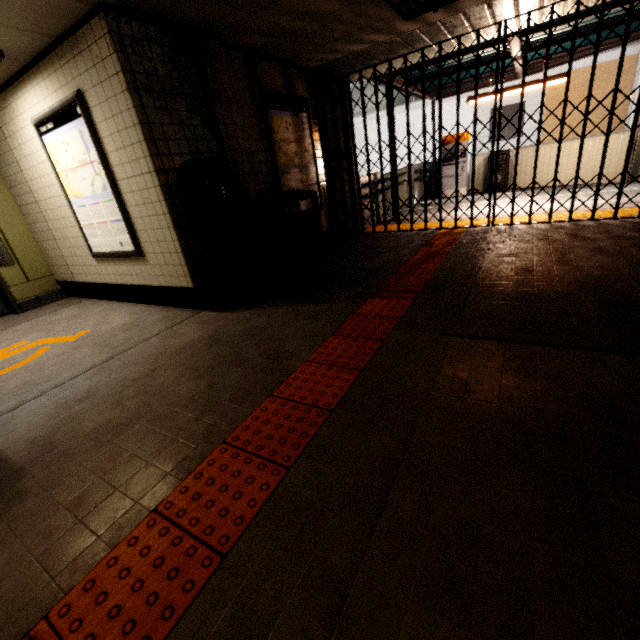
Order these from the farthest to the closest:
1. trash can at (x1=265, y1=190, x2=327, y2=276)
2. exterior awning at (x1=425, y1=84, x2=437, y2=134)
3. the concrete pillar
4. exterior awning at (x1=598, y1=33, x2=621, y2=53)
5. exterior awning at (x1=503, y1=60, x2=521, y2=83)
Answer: exterior awning at (x1=425, y1=84, x2=437, y2=134) → exterior awning at (x1=503, y1=60, x2=521, y2=83) → exterior awning at (x1=598, y1=33, x2=621, y2=53) → the concrete pillar → trash can at (x1=265, y1=190, x2=327, y2=276)

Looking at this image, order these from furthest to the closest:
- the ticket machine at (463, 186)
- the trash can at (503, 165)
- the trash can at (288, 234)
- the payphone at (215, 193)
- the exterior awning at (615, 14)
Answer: the ticket machine at (463, 186), the trash can at (503, 165), the exterior awning at (615, 14), the trash can at (288, 234), the payphone at (215, 193)

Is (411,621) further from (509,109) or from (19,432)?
(509,109)

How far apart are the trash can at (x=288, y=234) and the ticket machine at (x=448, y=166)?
7.96m

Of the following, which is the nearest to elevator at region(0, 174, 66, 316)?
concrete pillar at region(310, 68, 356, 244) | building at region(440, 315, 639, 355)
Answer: concrete pillar at region(310, 68, 356, 244)

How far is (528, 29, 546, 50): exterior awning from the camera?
5.68m

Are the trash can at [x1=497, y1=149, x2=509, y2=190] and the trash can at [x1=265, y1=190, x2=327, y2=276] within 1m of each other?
no

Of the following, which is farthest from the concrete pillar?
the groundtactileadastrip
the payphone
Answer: the payphone
